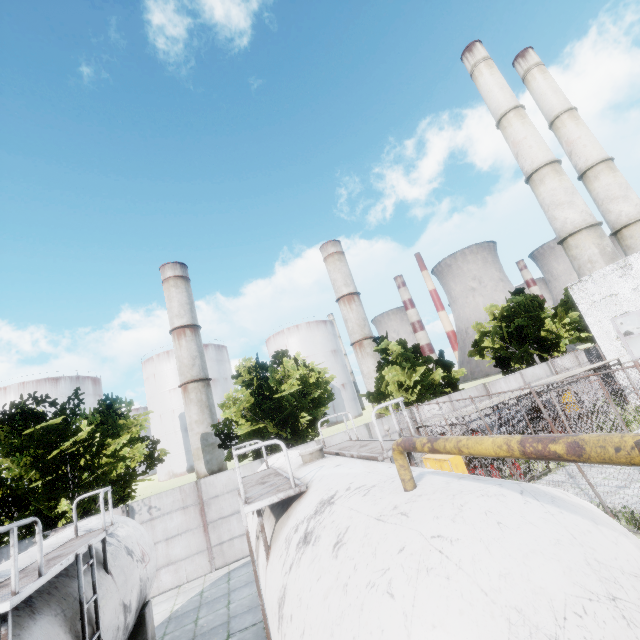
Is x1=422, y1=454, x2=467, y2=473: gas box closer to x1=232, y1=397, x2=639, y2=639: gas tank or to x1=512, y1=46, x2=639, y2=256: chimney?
x1=232, y1=397, x2=639, y2=639: gas tank

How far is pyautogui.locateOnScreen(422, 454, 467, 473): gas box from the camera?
11.9m

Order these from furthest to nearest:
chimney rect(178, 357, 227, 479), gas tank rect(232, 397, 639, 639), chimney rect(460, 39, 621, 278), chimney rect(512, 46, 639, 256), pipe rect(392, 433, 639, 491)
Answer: chimney rect(178, 357, 227, 479) < chimney rect(512, 46, 639, 256) < chimney rect(460, 39, 621, 278) < gas tank rect(232, 397, 639, 639) < pipe rect(392, 433, 639, 491)

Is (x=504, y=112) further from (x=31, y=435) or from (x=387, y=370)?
(x=31, y=435)

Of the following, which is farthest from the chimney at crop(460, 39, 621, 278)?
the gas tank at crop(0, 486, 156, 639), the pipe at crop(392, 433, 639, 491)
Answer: the gas tank at crop(0, 486, 156, 639)

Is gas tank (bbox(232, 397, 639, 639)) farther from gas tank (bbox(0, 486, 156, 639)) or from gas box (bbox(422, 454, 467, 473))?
gas box (bbox(422, 454, 467, 473))

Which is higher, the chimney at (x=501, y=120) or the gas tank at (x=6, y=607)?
the chimney at (x=501, y=120)

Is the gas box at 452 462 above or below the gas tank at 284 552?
below
